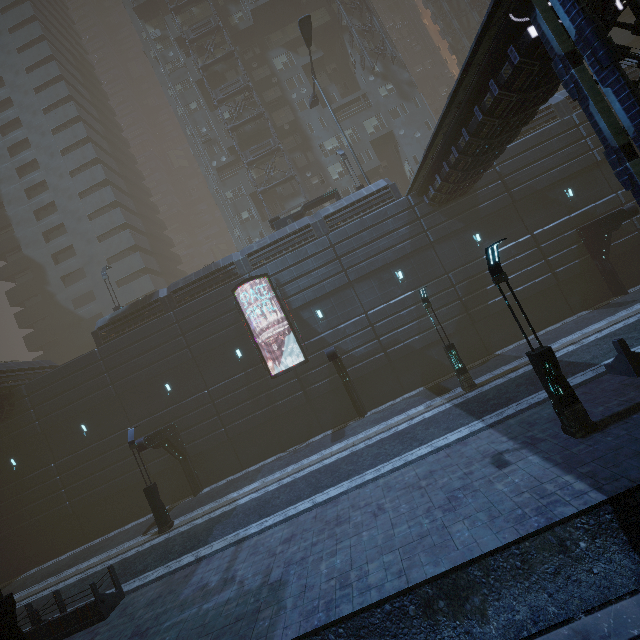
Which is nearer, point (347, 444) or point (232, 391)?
point (347, 444)

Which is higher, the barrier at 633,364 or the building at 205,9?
the building at 205,9

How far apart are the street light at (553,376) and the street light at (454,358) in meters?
6.7 m

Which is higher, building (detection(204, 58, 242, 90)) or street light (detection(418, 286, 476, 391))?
building (detection(204, 58, 242, 90))

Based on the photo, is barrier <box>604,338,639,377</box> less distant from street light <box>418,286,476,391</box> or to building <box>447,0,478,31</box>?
building <box>447,0,478,31</box>

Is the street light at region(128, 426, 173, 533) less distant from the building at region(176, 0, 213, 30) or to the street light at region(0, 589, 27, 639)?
the building at region(176, 0, 213, 30)

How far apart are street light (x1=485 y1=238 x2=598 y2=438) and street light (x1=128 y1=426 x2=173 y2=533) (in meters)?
18.25

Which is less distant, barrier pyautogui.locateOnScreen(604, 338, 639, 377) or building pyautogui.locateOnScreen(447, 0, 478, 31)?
barrier pyautogui.locateOnScreen(604, 338, 639, 377)
